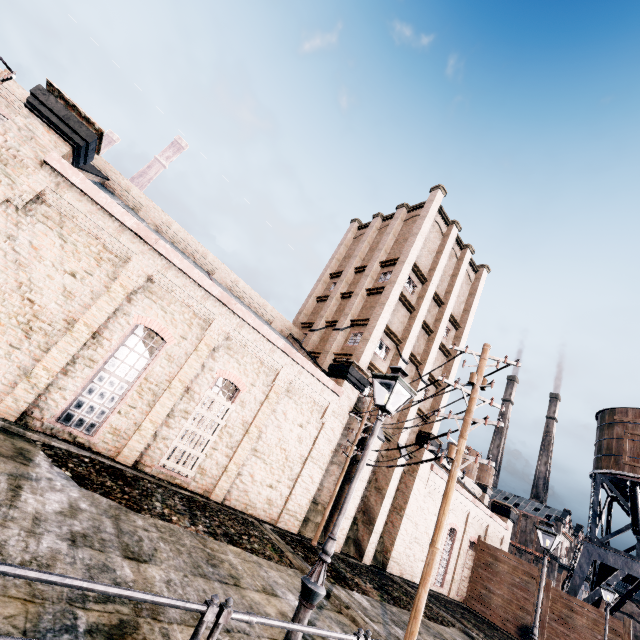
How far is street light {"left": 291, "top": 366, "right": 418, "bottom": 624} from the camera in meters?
5.3

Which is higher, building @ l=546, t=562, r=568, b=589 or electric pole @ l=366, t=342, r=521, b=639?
building @ l=546, t=562, r=568, b=589

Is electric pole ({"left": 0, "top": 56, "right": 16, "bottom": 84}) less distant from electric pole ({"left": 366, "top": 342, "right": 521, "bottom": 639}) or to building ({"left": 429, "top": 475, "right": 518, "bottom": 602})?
building ({"left": 429, "top": 475, "right": 518, "bottom": 602})

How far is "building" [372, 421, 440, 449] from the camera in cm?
2202

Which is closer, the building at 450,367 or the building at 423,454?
the building at 423,454

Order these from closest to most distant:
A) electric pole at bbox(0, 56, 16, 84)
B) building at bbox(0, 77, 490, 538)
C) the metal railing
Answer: the metal railing < electric pole at bbox(0, 56, 16, 84) < building at bbox(0, 77, 490, 538)

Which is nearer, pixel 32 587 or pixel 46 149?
pixel 32 587
